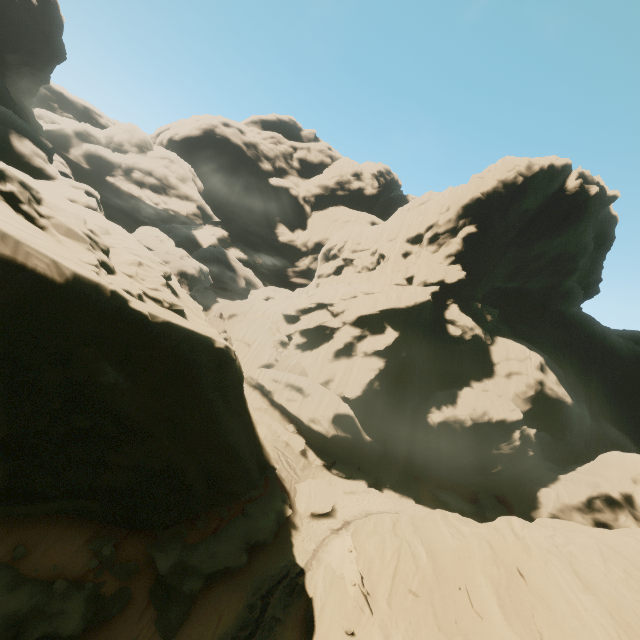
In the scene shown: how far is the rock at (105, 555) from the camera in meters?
13.4 m

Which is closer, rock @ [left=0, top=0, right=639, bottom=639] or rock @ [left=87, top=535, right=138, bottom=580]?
rock @ [left=0, top=0, right=639, bottom=639]

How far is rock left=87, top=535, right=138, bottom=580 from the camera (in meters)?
13.39

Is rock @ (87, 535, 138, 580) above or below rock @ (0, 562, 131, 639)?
above

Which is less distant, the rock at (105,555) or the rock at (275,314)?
the rock at (275,314)

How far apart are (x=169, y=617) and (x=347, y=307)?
29.9m
